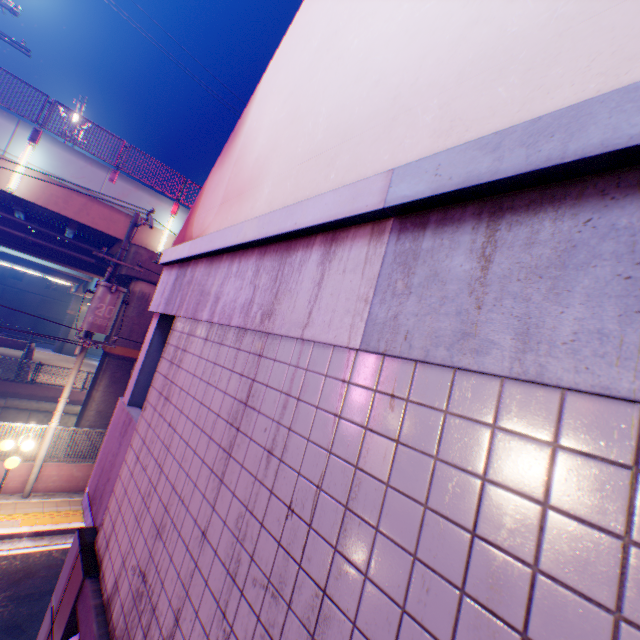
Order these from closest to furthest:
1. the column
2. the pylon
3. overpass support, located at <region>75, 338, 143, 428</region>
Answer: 1. the column
2. the pylon
3. overpass support, located at <region>75, 338, 143, 428</region>

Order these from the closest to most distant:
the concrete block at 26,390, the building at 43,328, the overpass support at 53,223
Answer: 1. the overpass support at 53,223
2. the concrete block at 26,390
3. the building at 43,328

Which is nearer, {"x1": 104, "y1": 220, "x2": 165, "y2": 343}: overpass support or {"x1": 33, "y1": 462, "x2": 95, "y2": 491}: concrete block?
{"x1": 33, "y1": 462, "x2": 95, "y2": 491}: concrete block

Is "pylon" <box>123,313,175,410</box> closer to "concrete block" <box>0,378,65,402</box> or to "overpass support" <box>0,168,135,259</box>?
"overpass support" <box>0,168,135,259</box>

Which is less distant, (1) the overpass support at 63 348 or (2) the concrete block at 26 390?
(2) the concrete block at 26 390

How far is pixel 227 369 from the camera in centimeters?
205cm

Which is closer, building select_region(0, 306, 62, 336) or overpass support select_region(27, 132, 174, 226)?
overpass support select_region(27, 132, 174, 226)

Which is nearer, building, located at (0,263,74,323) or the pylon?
the pylon
